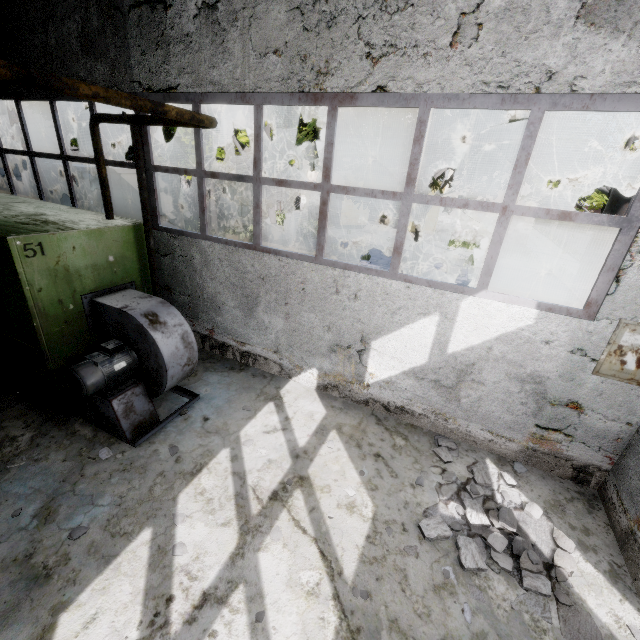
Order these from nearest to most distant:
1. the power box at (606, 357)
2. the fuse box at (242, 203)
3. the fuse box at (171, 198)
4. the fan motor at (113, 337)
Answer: the power box at (606, 357), the fan motor at (113, 337), the fuse box at (171, 198), the fuse box at (242, 203)

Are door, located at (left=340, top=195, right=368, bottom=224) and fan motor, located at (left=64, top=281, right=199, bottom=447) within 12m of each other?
no

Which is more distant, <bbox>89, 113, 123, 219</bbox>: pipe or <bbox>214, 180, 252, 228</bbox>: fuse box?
<bbox>214, 180, 252, 228</bbox>: fuse box

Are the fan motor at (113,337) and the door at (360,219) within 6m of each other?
no

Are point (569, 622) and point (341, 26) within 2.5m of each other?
no

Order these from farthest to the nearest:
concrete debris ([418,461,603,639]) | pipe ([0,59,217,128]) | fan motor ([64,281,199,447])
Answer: fan motor ([64,281,199,447])
concrete debris ([418,461,603,639])
pipe ([0,59,217,128])

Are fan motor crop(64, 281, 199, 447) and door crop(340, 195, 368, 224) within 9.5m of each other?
no

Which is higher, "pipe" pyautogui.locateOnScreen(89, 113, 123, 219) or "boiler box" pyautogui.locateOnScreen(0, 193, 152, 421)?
"pipe" pyautogui.locateOnScreen(89, 113, 123, 219)
